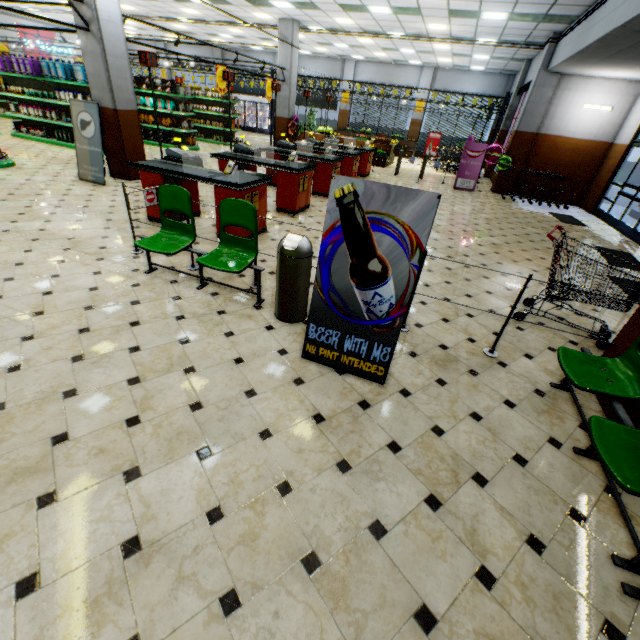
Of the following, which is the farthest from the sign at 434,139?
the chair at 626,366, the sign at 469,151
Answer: the chair at 626,366

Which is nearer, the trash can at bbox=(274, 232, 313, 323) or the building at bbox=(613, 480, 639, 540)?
the building at bbox=(613, 480, 639, 540)

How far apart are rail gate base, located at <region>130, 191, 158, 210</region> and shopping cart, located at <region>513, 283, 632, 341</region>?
5.5 meters

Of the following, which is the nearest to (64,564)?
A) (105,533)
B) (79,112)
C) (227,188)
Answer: (105,533)

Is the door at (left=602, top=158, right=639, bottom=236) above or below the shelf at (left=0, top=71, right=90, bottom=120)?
below

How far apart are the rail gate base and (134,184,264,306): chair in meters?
1.1 m

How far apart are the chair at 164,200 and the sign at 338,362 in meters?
1.0

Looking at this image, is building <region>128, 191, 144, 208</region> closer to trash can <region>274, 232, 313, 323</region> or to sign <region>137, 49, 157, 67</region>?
trash can <region>274, 232, 313, 323</region>
